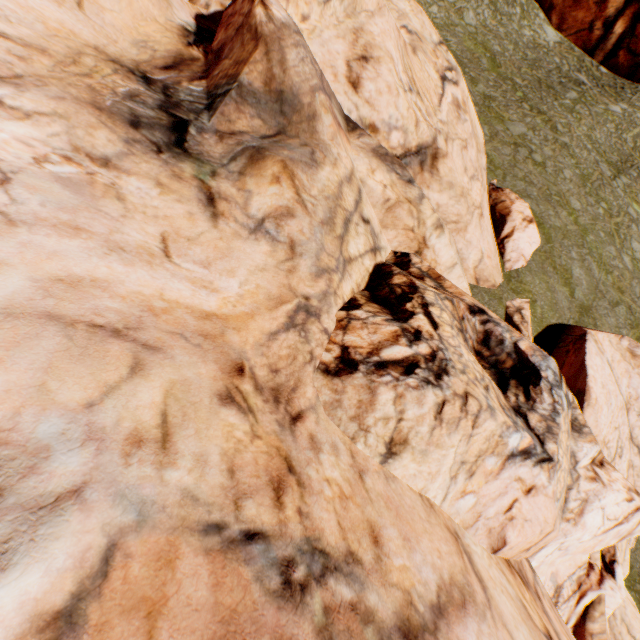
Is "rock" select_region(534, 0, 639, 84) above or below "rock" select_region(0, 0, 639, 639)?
above

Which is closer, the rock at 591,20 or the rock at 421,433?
the rock at 421,433

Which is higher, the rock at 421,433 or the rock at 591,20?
the rock at 591,20

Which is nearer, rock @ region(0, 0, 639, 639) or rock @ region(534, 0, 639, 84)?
rock @ region(0, 0, 639, 639)

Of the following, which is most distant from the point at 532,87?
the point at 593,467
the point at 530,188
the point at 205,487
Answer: the point at 205,487
